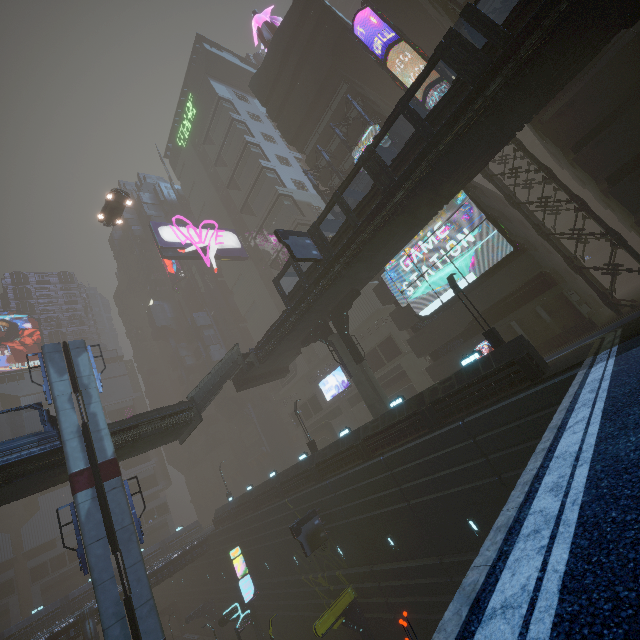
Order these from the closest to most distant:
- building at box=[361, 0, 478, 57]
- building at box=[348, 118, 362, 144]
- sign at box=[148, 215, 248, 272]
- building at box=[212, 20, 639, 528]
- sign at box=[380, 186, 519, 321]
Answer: building at box=[212, 20, 639, 528]
sign at box=[380, 186, 519, 321]
building at box=[361, 0, 478, 57]
building at box=[348, 118, 362, 144]
sign at box=[148, 215, 248, 272]

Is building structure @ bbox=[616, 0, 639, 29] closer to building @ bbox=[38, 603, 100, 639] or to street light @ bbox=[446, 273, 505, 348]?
building @ bbox=[38, 603, 100, 639]

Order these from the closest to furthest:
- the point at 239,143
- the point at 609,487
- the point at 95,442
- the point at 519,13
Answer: the point at 609,487
the point at 519,13
the point at 95,442
the point at 239,143

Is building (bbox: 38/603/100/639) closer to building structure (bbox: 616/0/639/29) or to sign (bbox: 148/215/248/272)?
sign (bbox: 148/215/248/272)

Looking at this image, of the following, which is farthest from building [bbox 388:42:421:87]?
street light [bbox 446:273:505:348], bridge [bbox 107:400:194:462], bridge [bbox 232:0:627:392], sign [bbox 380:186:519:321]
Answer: bridge [bbox 107:400:194:462]

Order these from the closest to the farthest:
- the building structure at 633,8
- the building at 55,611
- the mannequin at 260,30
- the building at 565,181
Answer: the building structure at 633,8
the building at 565,181
the building at 55,611
the mannequin at 260,30

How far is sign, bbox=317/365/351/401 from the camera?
41.3 meters

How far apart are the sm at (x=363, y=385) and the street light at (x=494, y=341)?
9.38m
